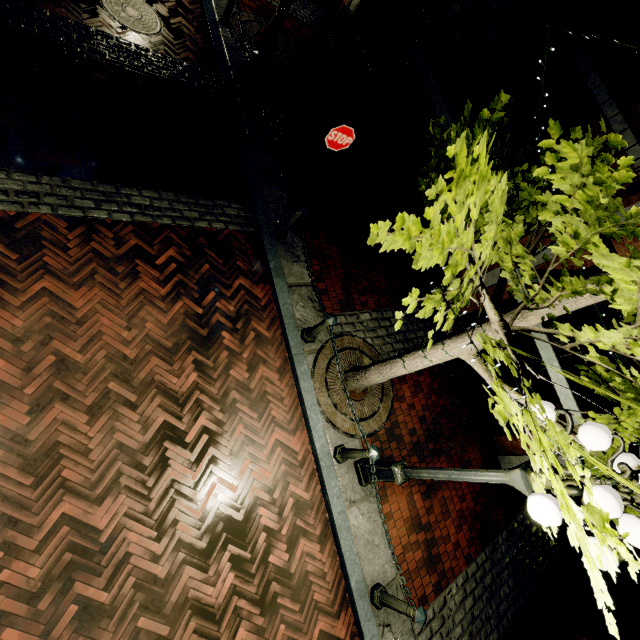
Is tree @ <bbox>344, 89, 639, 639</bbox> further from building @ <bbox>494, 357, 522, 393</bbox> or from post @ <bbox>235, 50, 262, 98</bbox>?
post @ <bbox>235, 50, 262, 98</bbox>

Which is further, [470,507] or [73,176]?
[470,507]

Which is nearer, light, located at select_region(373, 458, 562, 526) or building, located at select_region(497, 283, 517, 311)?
light, located at select_region(373, 458, 562, 526)

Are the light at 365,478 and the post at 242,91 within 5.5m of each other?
no

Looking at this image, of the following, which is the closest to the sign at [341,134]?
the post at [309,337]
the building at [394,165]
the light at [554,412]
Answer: the post at [309,337]

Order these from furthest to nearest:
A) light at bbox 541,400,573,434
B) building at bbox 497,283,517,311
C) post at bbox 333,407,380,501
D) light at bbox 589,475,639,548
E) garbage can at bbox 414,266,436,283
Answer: garbage can at bbox 414,266,436,283 < building at bbox 497,283,517,311 < post at bbox 333,407,380,501 < light at bbox 541,400,573,434 < light at bbox 589,475,639,548

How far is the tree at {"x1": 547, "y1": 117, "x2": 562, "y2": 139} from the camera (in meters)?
1.70

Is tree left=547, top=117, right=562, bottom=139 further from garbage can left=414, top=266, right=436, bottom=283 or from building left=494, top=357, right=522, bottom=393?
garbage can left=414, top=266, right=436, bottom=283
